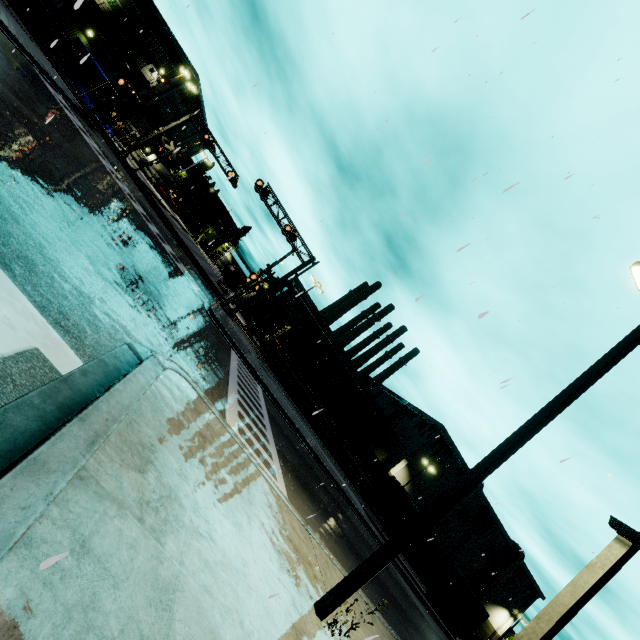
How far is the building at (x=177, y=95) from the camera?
47.1m

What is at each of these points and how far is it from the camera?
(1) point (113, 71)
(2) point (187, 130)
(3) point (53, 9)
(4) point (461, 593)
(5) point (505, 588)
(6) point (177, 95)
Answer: (1) building, 38.0m
(2) building, 59.9m
(3) tarp, 29.5m
(4) semi trailer, 27.9m
(5) building, 56.8m
(6) building, 49.3m

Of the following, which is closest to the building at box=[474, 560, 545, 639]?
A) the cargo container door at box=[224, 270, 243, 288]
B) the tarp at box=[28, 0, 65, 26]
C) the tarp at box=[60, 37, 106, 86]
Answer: the tarp at box=[60, 37, 106, 86]

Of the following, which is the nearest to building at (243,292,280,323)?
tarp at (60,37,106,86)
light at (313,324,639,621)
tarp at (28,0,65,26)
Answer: tarp at (60,37,106,86)

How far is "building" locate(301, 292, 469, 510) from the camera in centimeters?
4812cm

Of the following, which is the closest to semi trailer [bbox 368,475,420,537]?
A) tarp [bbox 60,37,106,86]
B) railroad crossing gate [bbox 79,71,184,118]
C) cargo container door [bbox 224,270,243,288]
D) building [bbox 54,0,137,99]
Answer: building [bbox 54,0,137,99]
